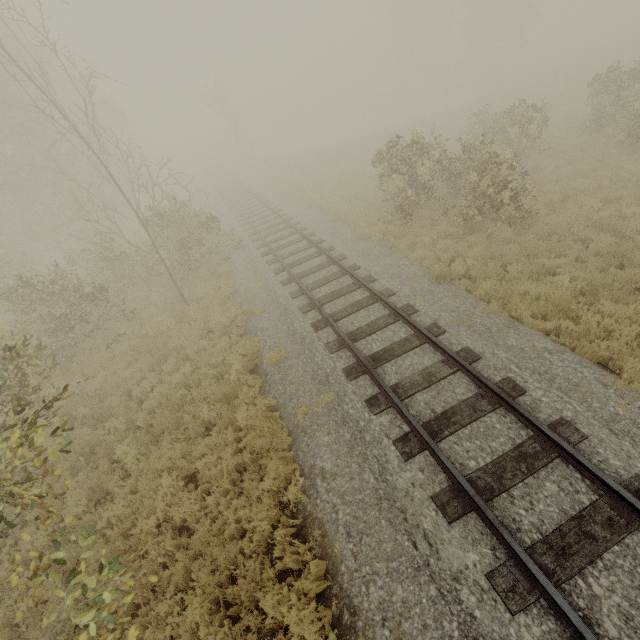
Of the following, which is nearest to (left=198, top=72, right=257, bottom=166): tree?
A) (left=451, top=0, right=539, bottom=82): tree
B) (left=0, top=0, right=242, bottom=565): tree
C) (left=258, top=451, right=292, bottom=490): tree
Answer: (left=0, top=0, right=242, bottom=565): tree

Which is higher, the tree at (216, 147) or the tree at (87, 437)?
the tree at (216, 147)

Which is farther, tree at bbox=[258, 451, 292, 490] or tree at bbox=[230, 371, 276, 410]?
tree at bbox=[230, 371, 276, 410]

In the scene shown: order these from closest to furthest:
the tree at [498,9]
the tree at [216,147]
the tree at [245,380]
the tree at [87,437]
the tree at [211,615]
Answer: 1. the tree at [211,615]
2. the tree at [245,380]
3. the tree at [87,437]
4. the tree at [216,147]
5. the tree at [498,9]

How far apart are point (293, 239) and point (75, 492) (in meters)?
10.94

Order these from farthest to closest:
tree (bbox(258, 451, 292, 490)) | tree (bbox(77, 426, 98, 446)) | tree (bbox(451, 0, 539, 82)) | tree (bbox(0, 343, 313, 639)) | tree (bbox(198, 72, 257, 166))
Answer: tree (bbox(451, 0, 539, 82))
tree (bbox(198, 72, 257, 166))
tree (bbox(77, 426, 98, 446))
tree (bbox(258, 451, 292, 490))
tree (bbox(0, 343, 313, 639))

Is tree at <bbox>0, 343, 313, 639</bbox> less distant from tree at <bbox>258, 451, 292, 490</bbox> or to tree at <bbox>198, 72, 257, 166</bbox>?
tree at <bbox>258, 451, 292, 490</bbox>
